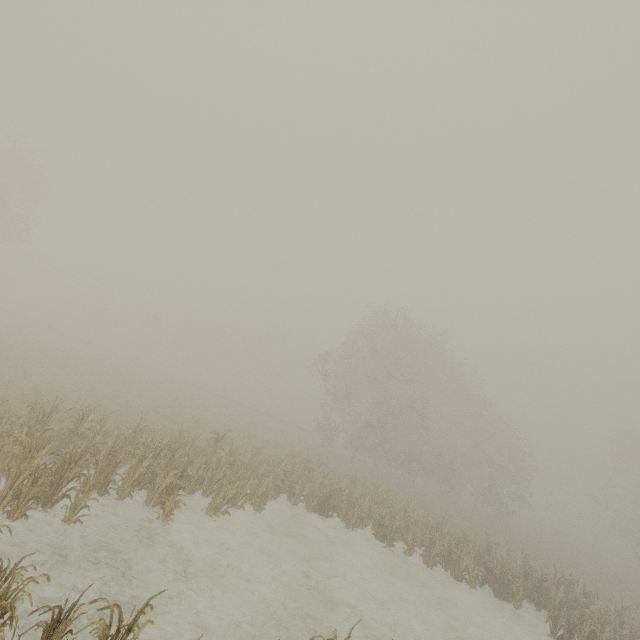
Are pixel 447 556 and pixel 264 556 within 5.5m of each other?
no
